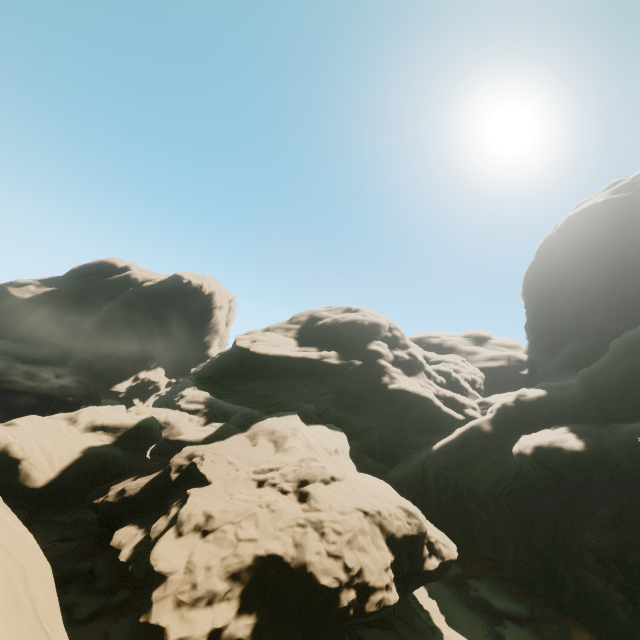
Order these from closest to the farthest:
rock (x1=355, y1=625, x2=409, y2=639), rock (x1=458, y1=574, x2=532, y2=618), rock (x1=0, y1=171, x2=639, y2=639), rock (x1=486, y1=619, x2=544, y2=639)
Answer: rock (x1=0, y1=171, x2=639, y2=639)
rock (x1=355, y1=625, x2=409, y2=639)
rock (x1=486, y1=619, x2=544, y2=639)
rock (x1=458, y1=574, x2=532, y2=618)

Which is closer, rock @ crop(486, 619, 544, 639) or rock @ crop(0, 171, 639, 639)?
rock @ crop(0, 171, 639, 639)

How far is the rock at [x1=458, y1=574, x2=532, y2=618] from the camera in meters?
22.7 m

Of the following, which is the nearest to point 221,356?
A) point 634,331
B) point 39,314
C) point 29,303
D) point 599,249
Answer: point 634,331

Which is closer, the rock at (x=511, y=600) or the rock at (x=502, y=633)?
the rock at (x=502, y=633)

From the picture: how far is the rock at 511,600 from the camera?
22.7m
